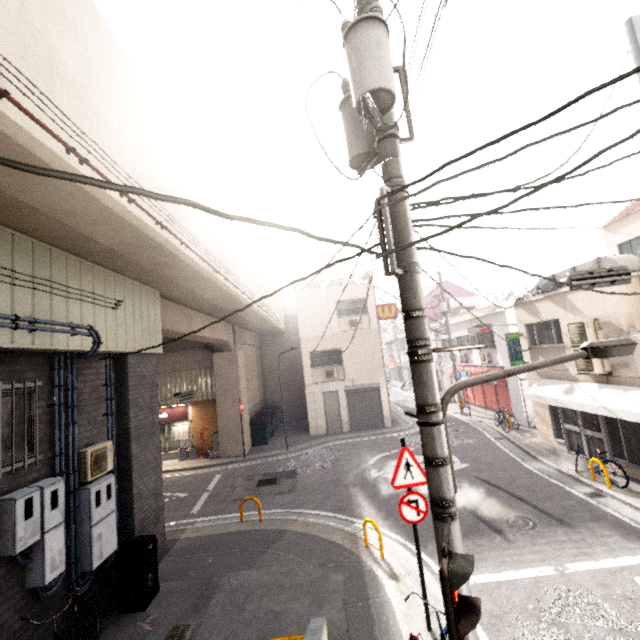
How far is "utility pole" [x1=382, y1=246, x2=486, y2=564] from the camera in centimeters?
280cm

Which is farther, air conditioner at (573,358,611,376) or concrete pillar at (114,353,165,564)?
air conditioner at (573,358,611,376)

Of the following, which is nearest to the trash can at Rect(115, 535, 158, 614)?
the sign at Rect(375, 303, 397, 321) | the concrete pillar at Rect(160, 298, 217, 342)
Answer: the concrete pillar at Rect(160, 298, 217, 342)

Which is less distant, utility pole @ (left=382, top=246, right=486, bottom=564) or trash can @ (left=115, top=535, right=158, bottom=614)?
utility pole @ (left=382, top=246, right=486, bottom=564)

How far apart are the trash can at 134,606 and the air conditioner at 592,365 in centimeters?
1277cm

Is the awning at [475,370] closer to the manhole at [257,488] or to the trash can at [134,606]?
the manhole at [257,488]

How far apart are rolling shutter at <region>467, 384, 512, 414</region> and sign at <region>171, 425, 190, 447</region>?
17.6 meters

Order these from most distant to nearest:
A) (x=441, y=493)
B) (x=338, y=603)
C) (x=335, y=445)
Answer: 1. (x=335, y=445)
2. (x=338, y=603)
3. (x=441, y=493)
